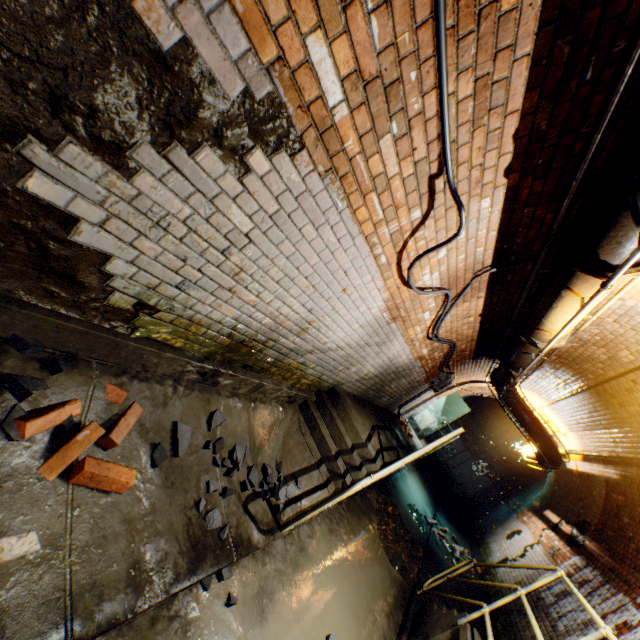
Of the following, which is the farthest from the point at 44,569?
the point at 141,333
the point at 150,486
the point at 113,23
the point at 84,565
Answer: the point at 113,23

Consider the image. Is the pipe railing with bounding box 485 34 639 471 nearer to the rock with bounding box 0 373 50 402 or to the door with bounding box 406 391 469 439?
the door with bounding box 406 391 469 439

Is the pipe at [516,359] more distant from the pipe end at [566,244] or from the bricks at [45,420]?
the bricks at [45,420]

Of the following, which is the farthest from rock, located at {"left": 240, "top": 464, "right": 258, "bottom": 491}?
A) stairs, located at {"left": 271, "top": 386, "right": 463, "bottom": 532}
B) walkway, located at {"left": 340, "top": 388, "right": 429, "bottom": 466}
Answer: walkway, located at {"left": 340, "top": 388, "right": 429, "bottom": 466}

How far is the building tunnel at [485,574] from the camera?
7.0m

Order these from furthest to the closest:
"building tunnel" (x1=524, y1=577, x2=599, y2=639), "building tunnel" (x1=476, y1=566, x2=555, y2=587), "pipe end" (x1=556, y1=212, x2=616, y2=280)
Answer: "building tunnel" (x1=476, y1=566, x2=555, y2=587) < "building tunnel" (x1=524, y1=577, x2=599, y2=639) < "pipe end" (x1=556, y1=212, x2=616, y2=280)

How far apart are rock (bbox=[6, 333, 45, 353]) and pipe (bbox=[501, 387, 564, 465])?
8.3 meters

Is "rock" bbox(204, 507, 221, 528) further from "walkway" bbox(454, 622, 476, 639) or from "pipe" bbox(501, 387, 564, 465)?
"pipe" bbox(501, 387, 564, 465)
